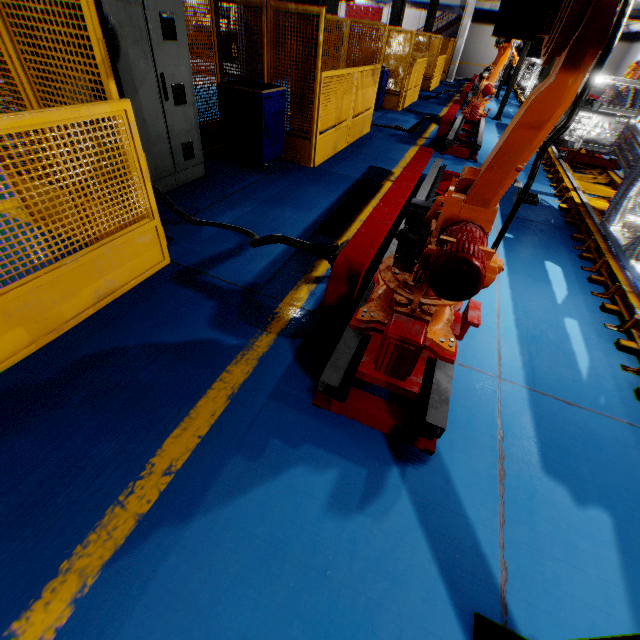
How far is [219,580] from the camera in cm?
160

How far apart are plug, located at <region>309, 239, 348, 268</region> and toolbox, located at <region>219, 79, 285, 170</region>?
3.5m

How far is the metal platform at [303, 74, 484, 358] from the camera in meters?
2.8

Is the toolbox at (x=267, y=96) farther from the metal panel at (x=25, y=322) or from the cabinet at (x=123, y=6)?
the cabinet at (x=123, y=6)

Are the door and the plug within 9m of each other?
no

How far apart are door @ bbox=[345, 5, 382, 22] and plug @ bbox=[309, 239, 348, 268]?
40.55m

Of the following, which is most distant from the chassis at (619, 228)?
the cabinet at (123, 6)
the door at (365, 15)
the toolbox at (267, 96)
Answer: the door at (365, 15)

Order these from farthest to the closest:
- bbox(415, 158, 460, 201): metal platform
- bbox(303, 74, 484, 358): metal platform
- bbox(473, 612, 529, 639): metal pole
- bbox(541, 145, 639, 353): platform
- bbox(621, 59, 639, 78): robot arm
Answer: bbox(621, 59, 639, 78): robot arm → bbox(415, 158, 460, 201): metal platform → bbox(541, 145, 639, 353): platform → bbox(303, 74, 484, 358): metal platform → bbox(473, 612, 529, 639): metal pole
